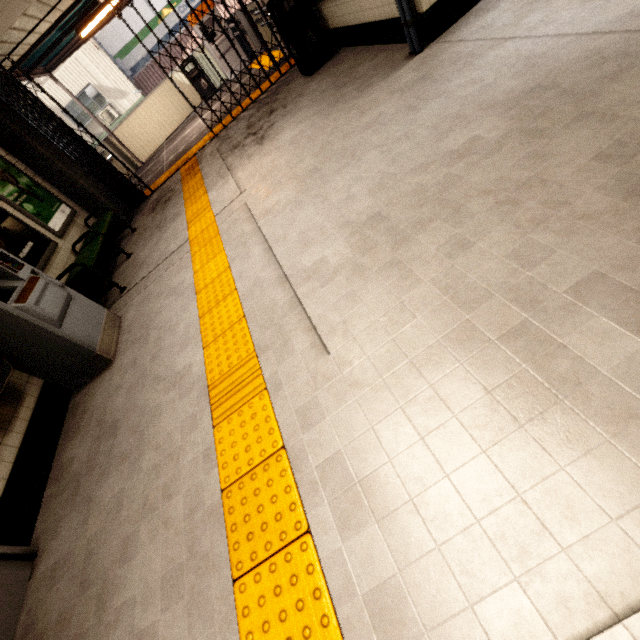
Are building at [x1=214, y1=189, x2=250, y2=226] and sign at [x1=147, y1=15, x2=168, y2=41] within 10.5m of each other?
no

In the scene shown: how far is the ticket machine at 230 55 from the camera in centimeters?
1023cm

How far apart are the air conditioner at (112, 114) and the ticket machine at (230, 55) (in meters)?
8.78

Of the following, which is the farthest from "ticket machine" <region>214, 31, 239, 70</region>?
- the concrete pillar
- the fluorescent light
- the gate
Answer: the concrete pillar

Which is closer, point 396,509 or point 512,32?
point 396,509

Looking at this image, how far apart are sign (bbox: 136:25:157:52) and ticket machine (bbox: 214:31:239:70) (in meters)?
8.36

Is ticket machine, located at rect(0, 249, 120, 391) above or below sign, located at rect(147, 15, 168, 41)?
below

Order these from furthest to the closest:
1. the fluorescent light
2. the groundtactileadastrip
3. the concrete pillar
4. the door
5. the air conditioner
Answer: the air conditioner < the fluorescent light < the concrete pillar < the door < the groundtactileadastrip
